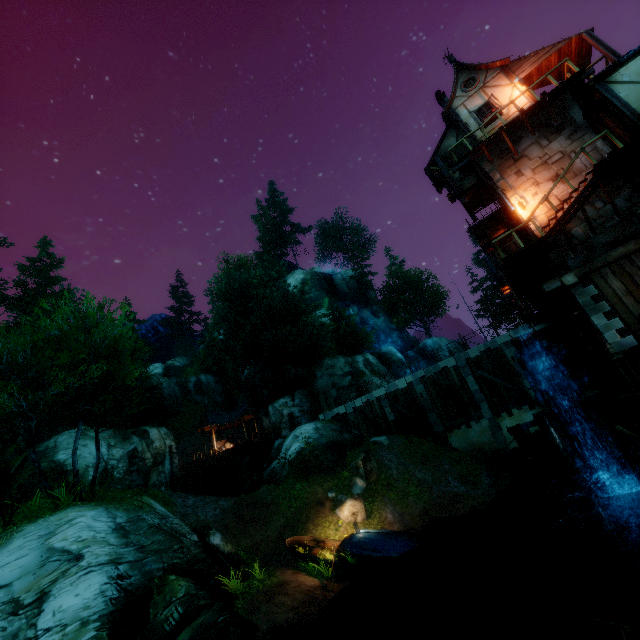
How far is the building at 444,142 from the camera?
17.4 meters

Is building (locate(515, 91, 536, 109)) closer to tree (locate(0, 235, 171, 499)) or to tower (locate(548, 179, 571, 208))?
tower (locate(548, 179, 571, 208))

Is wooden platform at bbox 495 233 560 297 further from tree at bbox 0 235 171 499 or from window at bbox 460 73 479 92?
tree at bbox 0 235 171 499

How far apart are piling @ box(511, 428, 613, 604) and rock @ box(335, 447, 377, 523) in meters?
8.8

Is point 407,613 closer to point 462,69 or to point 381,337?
point 462,69

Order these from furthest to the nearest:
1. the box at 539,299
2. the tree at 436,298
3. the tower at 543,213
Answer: the tree at 436,298, the box at 539,299, the tower at 543,213

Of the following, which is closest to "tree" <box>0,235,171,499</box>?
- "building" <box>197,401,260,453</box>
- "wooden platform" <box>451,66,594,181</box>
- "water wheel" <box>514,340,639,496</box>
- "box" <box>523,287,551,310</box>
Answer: "building" <box>197,401,260,453</box>
